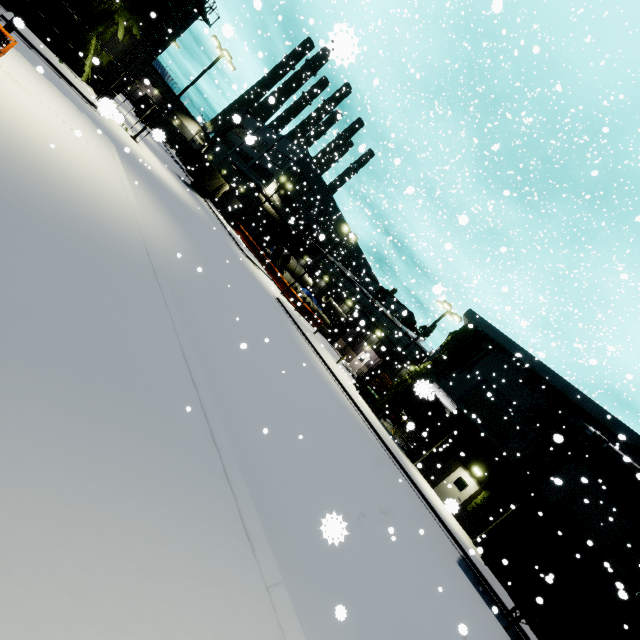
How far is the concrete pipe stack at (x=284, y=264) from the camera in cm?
3950

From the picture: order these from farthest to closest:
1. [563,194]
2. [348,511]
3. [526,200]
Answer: [526,200] → [563,194] → [348,511]

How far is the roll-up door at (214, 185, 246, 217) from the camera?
47.00m

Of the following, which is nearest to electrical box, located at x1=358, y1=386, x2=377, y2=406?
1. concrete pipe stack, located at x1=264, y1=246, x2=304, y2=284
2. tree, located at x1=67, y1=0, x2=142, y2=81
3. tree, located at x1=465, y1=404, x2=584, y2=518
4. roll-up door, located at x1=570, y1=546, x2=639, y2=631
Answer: tree, located at x1=67, y1=0, x2=142, y2=81

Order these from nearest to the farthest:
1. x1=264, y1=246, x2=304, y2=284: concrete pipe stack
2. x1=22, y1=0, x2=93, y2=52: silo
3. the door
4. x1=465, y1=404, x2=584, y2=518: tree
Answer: the door
x1=465, y1=404, x2=584, y2=518: tree
x1=22, y1=0, x2=93, y2=52: silo
x1=264, y1=246, x2=304, y2=284: concrete pipe stack

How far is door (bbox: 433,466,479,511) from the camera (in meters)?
4.01

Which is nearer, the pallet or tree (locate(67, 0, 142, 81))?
tree (locate(67, 0, 142, 81))

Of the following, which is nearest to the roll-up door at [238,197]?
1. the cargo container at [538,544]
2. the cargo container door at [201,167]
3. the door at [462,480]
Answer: the cargo container door at [201,167]
